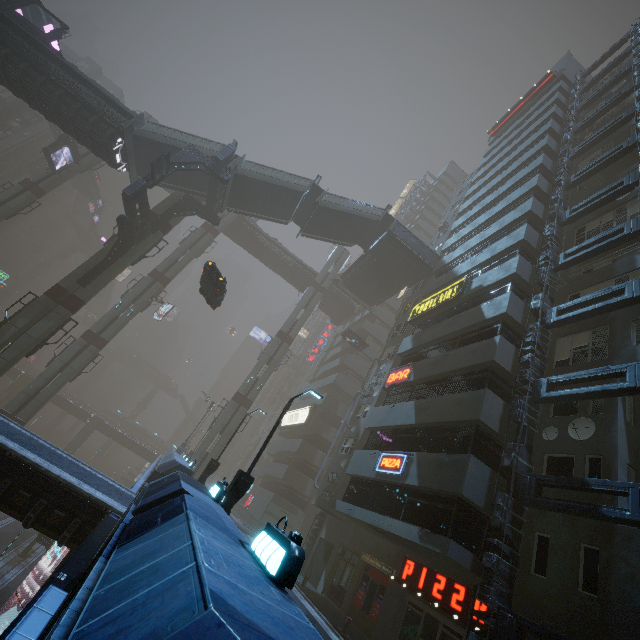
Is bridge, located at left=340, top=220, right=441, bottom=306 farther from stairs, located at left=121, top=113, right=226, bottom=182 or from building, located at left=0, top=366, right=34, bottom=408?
building, located at left=0, top=366, right=34, bottom=408

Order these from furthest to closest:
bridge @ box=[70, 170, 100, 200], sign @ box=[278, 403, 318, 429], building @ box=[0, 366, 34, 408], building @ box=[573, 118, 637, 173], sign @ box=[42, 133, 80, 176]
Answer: bridge @ box=[70, 170, 100, 200], building @ box=[0, 366, 34, 408], sign @ box=[278, 403, 318, 429], sign @ box=[42, 133, 80, 176], building @ box=[573, 118, 637, 173]

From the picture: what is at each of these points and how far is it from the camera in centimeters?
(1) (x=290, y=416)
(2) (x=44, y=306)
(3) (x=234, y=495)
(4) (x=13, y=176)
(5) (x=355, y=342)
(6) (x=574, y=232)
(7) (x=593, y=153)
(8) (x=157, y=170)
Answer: (1) sign, 4325cm
(2) sm, 2148cm
(3) street light, 1062cm
(4) sm, 5016cm
(5) grey, 3825cm
(6) building, 2028cm
(7) building, 2427cm
(8) sign, 2050cm

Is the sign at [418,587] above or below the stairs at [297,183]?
below

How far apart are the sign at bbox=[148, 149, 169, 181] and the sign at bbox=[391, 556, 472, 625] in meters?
25.6

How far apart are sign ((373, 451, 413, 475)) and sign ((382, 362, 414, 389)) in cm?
437

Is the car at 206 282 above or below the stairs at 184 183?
below

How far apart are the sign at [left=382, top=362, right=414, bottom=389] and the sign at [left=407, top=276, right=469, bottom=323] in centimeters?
428cm
